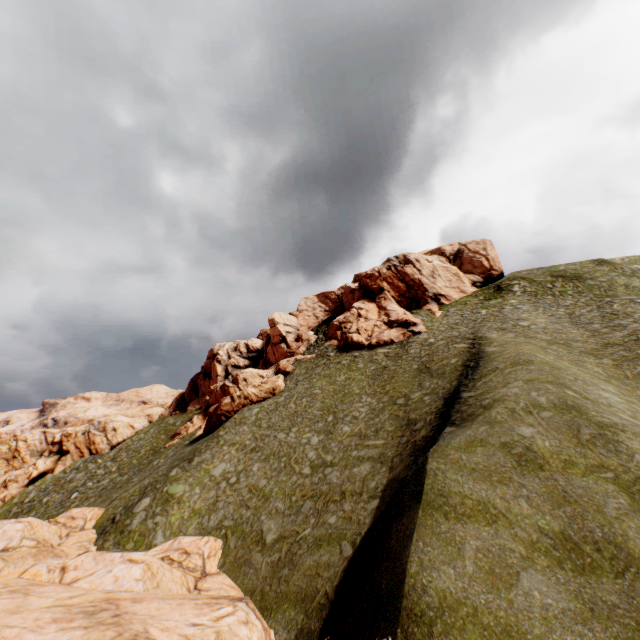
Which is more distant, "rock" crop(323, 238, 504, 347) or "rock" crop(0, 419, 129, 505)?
"rock" crop(0, 419, 129, 505)

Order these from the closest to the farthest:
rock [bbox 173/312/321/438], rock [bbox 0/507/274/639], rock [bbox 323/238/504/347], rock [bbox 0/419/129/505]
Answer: rock [bbox 0/507/274/639]
rock [bbox 173/312/321/438]
rock [bbox 323/238/504/347]
rock [bbox 0/419/129/505]

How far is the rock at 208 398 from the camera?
39.31m

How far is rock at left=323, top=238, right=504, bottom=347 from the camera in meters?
46.2

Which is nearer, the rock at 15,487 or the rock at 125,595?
the rock at 125,595

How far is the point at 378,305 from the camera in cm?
5194
